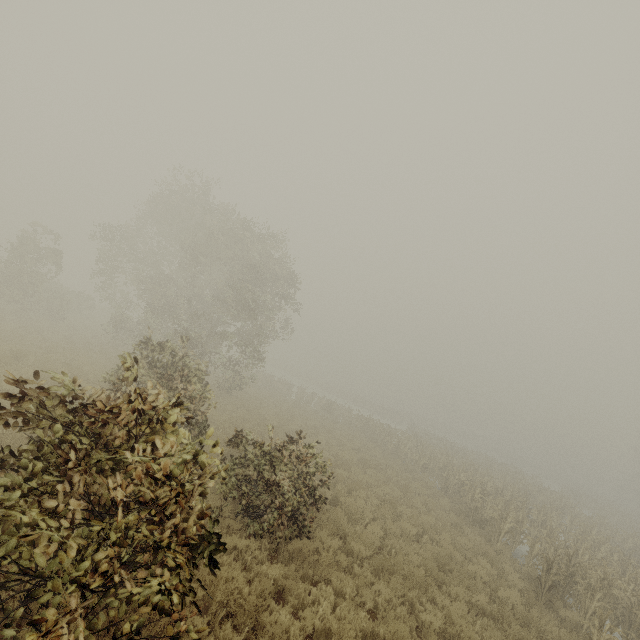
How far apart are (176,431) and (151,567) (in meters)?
1.84
